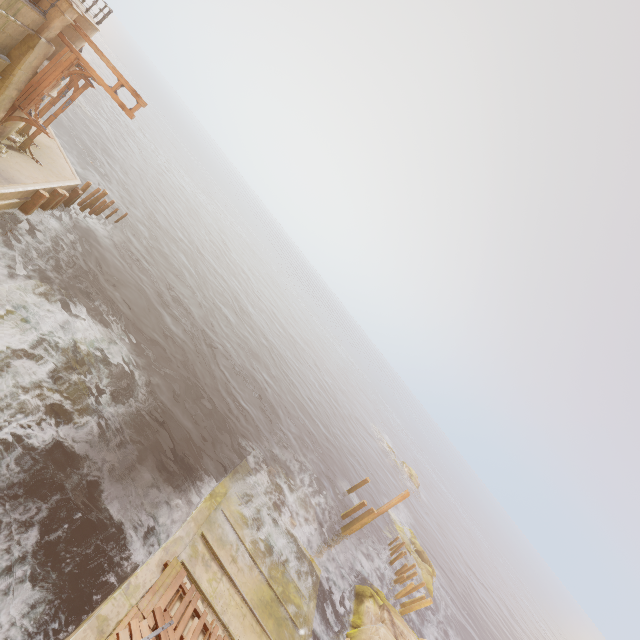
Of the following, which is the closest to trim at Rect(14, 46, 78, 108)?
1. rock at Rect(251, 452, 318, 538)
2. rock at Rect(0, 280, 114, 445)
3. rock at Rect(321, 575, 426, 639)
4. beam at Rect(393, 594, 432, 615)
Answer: rock at Rect(0, 280, 114, 445)

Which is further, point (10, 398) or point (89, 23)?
point (89, 23)

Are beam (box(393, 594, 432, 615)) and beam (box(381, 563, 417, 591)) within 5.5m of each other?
yes

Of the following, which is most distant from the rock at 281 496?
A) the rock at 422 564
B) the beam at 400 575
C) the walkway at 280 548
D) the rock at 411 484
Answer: the rock at 411 484

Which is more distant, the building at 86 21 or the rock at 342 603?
the rock at 342 603

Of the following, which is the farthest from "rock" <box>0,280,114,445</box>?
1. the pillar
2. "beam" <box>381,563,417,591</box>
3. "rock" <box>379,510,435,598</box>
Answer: "rock" <box>379,510,435,598</box>

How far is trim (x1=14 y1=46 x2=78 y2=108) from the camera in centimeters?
1337cm

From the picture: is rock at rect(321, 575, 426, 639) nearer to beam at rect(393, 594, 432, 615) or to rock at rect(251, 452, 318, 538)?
beam at rect(393, 594, 432, 615)
